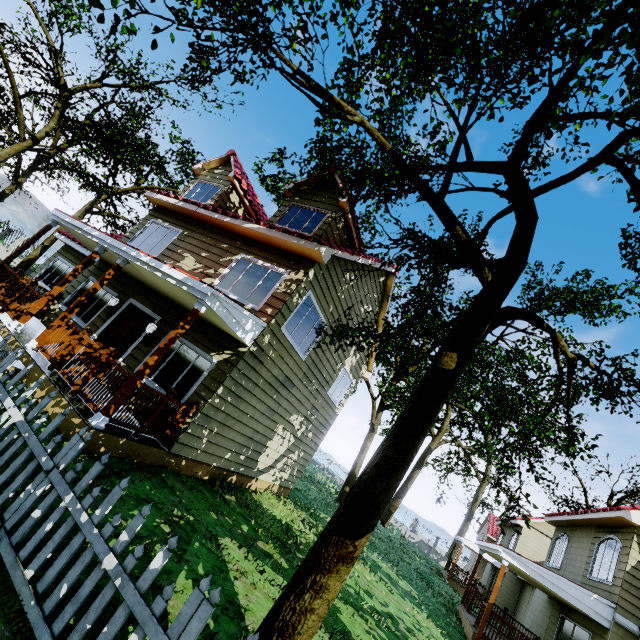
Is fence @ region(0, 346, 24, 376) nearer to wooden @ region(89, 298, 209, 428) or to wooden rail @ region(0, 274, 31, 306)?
wooden @ region(89, 298, 209, 428)

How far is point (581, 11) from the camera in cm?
350

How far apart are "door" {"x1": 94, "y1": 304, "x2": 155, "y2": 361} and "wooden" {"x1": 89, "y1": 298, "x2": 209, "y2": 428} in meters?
3.4 m

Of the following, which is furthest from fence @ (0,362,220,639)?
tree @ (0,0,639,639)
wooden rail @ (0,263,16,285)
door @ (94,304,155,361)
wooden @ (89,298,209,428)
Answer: wooden rail @ (0,263,16,285)

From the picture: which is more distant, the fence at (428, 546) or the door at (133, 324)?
the fence at (428, 546)

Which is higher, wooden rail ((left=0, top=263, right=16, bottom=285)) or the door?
the door

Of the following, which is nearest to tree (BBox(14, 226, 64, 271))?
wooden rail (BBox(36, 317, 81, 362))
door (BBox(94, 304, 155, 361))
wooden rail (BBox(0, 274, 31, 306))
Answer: wooden rail (BBox(36, 317, 81, 362))

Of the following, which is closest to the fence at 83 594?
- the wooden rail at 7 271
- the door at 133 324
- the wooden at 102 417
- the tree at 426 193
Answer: the tree at 426 193
